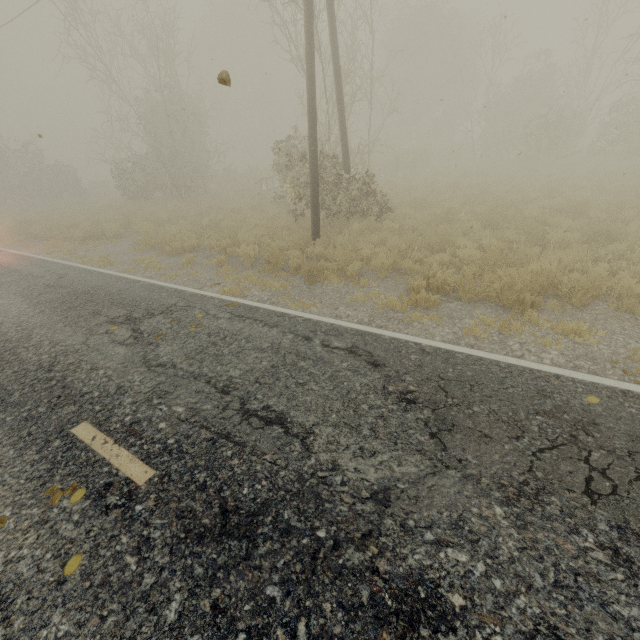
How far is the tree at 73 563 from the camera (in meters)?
2.53

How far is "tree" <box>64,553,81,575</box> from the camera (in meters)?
2.53

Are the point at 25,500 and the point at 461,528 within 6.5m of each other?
yes
